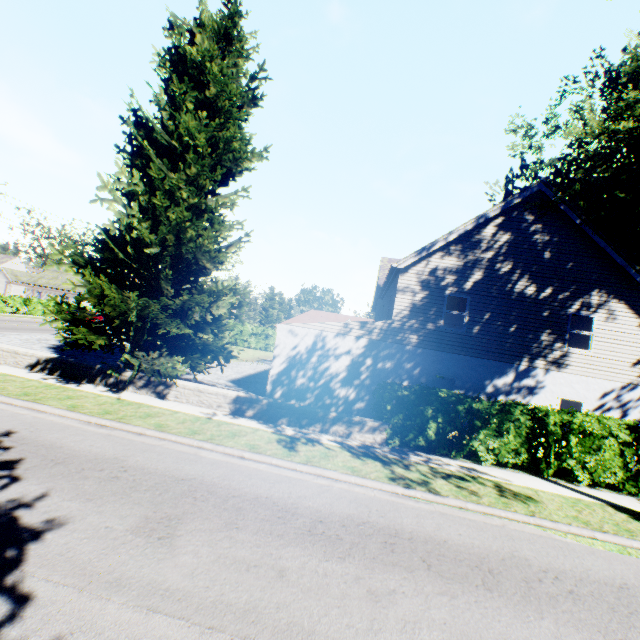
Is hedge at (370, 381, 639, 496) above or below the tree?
below

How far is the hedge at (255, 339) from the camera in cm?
4125

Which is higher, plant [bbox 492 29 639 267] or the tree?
plant [bbox 492 29 639 267]

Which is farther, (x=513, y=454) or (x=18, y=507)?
(x=513, y=454)

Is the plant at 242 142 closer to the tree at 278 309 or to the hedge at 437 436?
the tree at 278 309

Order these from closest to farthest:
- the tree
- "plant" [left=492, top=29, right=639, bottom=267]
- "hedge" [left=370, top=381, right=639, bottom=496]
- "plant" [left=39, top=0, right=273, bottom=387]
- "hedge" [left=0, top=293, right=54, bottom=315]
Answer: "plant" [left=492, top=29, right=639, bottom=267], "hedge" [left=370, top=381, right=639, bottom=496], "plant" [left=39, top=0, right=273, bottom=387], "hedge" [left=0, top=293, right=54, bottom=315], the tree

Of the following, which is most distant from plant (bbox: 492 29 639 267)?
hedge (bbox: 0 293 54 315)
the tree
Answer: hedge (bbox: 0 293 54 315)
